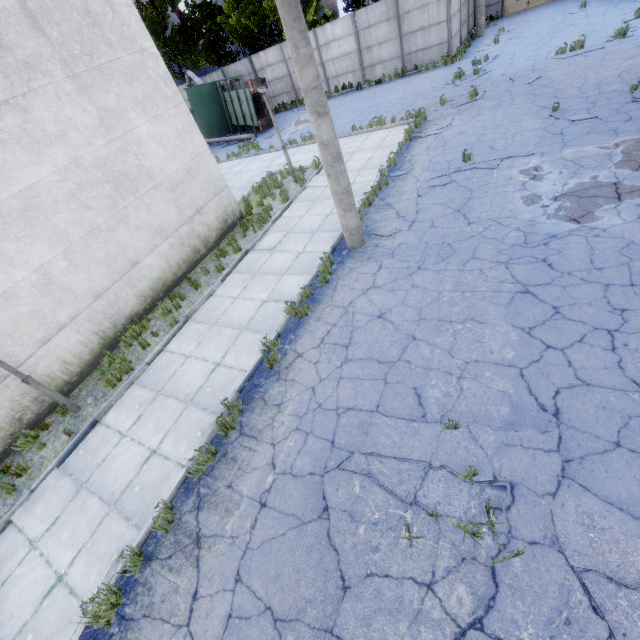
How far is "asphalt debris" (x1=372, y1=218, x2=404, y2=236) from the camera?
8.3m

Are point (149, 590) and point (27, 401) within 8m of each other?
yes

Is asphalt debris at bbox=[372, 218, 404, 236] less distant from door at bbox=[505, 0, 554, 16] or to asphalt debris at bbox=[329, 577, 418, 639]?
asphalt debris at bbox=[329, 577, 418, 639]

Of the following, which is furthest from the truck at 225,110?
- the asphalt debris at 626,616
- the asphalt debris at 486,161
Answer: the asphalt debris at 626,616

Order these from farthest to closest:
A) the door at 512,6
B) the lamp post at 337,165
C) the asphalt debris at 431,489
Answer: the door at 512,6
the lamp post at 337,165
the asphalt debris at 431,489

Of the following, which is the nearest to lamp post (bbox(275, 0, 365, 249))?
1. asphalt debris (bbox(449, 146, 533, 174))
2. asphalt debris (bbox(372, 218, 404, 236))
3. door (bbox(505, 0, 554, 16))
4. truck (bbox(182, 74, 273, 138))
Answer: asphalt debris (bbox(372, 218, 404, 236))

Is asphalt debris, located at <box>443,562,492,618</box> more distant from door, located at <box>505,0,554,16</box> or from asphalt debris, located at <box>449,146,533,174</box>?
door, located at <box>505,0,554,16</box>

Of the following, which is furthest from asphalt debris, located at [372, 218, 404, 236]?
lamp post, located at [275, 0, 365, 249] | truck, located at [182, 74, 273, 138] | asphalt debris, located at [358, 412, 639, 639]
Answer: truck, located at [182, 74, 273, 138]
